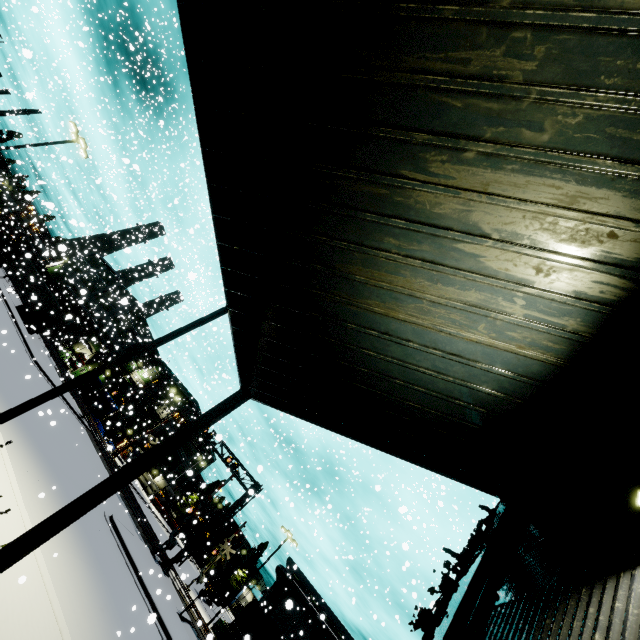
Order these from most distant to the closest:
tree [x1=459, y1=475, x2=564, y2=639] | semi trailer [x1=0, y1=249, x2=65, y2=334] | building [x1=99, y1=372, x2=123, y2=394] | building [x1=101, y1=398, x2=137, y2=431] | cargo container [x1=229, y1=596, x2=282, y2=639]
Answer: A: building [x1=99, y1=372, x2=123, y2=394] < semi trailer [x1=0, y1=249, x2=65, y2=334] < cargo container [x1=229, y1=596, x2=282, y2=639] < building [x1=101, y1=398, x2=137, y2=431] < tree [x1=459, y1=475, x2=564, y2=639]

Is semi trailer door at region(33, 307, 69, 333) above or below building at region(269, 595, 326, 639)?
below

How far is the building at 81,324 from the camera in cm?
5381

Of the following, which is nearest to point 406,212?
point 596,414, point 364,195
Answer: point 364,195

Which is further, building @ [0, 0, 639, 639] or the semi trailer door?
the semi trailer door

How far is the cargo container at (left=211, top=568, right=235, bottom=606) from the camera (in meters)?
41.62

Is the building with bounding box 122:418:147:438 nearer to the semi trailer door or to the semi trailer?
the semi trailer
